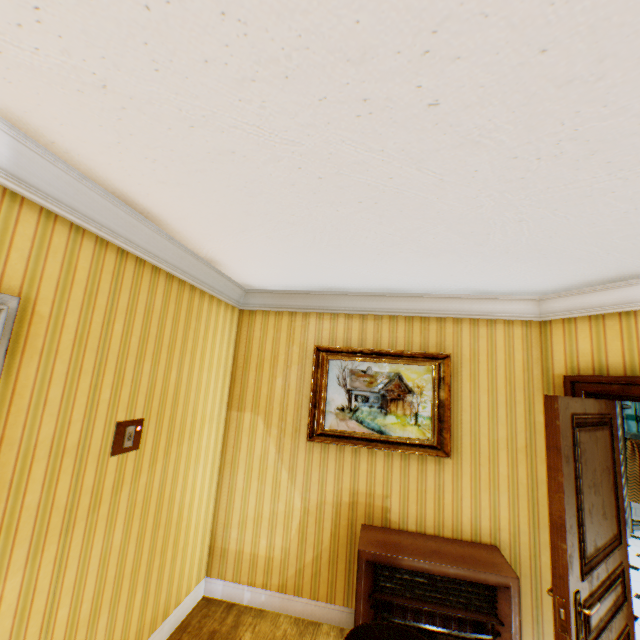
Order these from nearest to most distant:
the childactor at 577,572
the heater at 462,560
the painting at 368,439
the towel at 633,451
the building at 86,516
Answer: the building at 86,516 → the childactor at 577,572 → the heater at 462,560 → the painting at 368,439 → the towel at 633,451

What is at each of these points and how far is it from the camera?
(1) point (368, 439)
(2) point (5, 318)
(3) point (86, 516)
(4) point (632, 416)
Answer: (1) painting, 3.2 meters
(2) picture frame, 1.4 meters
(3) building, 1.9 meters
(4) towel, 6.0 meters

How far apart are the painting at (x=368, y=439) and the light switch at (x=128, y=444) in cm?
155

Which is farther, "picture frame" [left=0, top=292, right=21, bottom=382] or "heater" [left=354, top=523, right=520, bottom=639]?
"heater" [left=354, top=523, right=520, bottom=639]

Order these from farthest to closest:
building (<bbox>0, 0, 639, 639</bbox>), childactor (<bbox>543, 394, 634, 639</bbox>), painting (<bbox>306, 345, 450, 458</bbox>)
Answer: painting (<bbox>306, 345, 450, 458</bbox>) → childactor (<bbox>543, 394, 634, 639</bbox>) → building (<bbox>0, 0, 639, 639</bbox>)

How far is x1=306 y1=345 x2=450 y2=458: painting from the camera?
3.13m

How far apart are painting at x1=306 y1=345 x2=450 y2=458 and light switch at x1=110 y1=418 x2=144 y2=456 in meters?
1.5

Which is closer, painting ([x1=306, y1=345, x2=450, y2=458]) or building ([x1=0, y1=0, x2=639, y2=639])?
building ([x1=0, y1=0, x2=639, y2=639])
